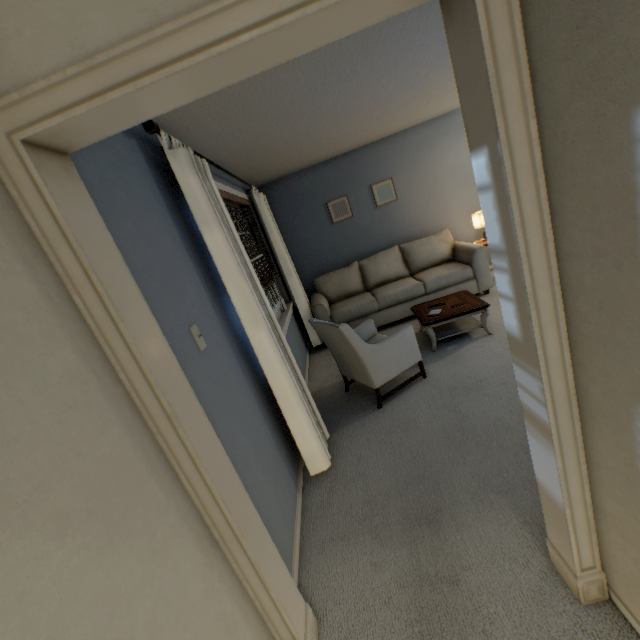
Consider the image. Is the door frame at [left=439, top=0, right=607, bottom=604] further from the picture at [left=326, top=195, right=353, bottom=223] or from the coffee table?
the picture at [left=326, top=195, right=353, bottom=223]

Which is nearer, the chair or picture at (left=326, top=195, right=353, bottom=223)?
the chair

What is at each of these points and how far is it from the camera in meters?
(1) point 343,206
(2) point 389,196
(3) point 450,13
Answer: (1) picture, 5.0 m
(2) picture, 5.0 m
(3) door frame, 0.8 m

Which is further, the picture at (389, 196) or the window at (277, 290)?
the picture at (389, 196)

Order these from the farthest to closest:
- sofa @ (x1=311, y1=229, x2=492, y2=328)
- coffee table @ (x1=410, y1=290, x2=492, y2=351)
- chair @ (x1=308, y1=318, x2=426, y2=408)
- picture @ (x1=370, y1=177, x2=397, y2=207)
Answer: picture @ (x1=370, y1=177, x2=397, y2=207), sofa @ (x1=311, y1=229, x2=492, y2=328), coffee table @ (x1=410, y1=290, x2=492, y2=351), chair @ (x1=308, y1=318, x2=426, y2=408)

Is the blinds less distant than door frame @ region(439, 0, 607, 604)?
No

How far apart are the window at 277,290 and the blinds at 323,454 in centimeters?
9cm

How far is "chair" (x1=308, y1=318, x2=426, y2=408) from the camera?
2.7m
